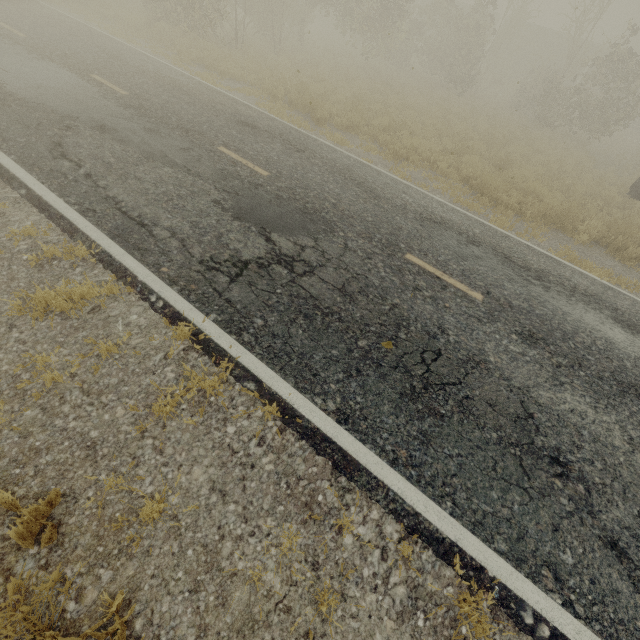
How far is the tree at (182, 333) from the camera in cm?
373

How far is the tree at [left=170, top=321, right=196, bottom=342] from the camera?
3.7m

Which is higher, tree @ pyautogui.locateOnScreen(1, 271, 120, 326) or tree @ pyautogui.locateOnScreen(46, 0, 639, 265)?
tree @ pyautogui.locateOnScreen(46, 0, 639, 265)

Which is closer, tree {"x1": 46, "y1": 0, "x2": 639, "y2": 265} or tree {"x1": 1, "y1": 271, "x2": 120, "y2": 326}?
tree {"x1": 1, "y1": 271, "x2": 120, "y2": 326}

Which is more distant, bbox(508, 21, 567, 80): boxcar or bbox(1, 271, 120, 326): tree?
bbox(508, 21, 567, 80): boxcar

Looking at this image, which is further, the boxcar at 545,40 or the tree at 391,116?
the boxcar at 545,40

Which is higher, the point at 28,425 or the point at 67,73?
the point at 67,73
